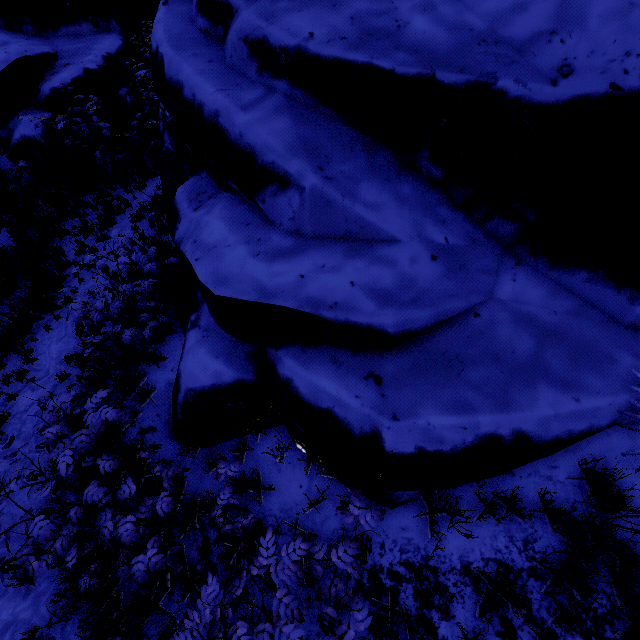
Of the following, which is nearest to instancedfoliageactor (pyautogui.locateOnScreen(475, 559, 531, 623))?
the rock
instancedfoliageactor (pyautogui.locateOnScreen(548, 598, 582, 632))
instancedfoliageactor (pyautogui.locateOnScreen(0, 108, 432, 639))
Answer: instancedfoliageactor (pyautogui.locateOnScreen(548, 598, 582, 632))

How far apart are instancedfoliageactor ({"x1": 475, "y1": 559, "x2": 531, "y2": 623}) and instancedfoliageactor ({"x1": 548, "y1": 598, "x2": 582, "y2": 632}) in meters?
0.1 m

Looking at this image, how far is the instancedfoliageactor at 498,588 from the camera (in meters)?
2.55

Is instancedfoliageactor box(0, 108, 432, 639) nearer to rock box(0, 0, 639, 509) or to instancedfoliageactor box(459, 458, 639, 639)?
rock box(0, 0, 639, 509)

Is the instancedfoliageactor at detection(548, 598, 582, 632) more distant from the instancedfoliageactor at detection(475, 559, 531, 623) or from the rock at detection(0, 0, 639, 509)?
the rock at detection(0, 0, 639, 509)

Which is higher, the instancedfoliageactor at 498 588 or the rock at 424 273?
the rock at 424 273

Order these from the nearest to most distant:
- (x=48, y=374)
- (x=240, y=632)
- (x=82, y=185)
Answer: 1. (x=240, y=632)
2. (x=48, y=374)
3. (x=82, y=185)

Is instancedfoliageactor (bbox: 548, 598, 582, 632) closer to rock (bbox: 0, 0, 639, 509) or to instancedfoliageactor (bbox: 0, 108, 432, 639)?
rock (bbox: 0, 0, 639, 509)
